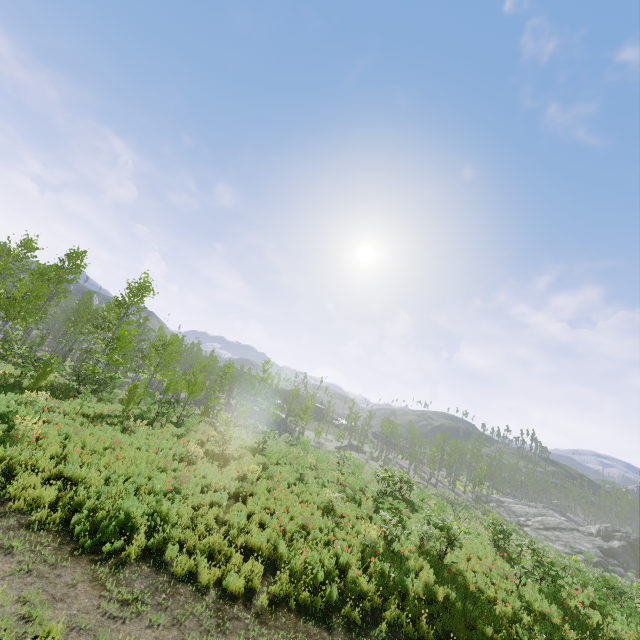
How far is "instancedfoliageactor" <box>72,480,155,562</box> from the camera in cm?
692

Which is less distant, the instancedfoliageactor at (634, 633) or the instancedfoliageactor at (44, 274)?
the instancedfoliageactor at (634, 633)

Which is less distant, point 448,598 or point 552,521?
point 448,598

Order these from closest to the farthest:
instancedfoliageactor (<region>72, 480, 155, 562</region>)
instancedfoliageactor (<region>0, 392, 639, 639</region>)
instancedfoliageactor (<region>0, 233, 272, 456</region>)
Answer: instancedfoliageactor (<region>72, 480, 155, 562</region>), instancedfoliageactor (<region>0, 392, 639, 639</region>), instancedfoliageactor (<region>0, 233, 272, 456</region>)

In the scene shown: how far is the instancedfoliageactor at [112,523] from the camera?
6.92m

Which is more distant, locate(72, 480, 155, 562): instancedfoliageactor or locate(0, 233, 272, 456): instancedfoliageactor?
locate(0, 233, 272, 456): instancedfoliageactor

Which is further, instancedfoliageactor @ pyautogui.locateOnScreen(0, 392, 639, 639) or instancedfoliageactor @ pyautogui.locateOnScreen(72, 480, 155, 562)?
instancedfoliageactor @ pyautogui.locateOnScreen(0, 392, 639, 639)

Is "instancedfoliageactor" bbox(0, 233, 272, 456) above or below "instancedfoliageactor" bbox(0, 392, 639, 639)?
above
